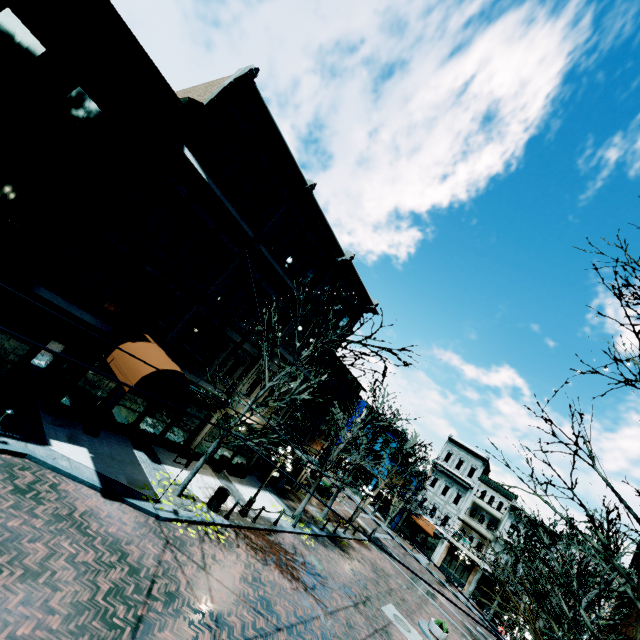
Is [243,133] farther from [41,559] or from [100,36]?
[41,559]

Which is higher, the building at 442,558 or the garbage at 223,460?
the building at 442,558

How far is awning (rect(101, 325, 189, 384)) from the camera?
10.3 meters

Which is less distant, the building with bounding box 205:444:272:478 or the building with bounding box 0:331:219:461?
the building with bounding box 0:331:219:461

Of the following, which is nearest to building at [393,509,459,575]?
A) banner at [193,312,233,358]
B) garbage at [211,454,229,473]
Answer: garbage at [211,454,229,473]

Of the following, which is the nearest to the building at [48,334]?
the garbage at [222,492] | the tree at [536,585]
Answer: the tree at [536,585]

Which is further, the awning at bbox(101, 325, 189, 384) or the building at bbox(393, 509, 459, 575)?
the building at bbox(393, 509, 459, 575)

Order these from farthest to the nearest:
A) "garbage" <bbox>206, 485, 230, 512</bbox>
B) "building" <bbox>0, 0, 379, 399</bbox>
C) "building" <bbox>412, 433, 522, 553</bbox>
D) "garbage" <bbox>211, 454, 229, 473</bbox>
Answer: "building" <bbox>412, 433, 522, 553</bbox>
"garbage" <bbox>211, 454, 229, 473</bbox>
"garbage" <bbox>206, 485, 230, 512</bbox>
"building" <bbox>0, 0, 379, 399</bbox>
